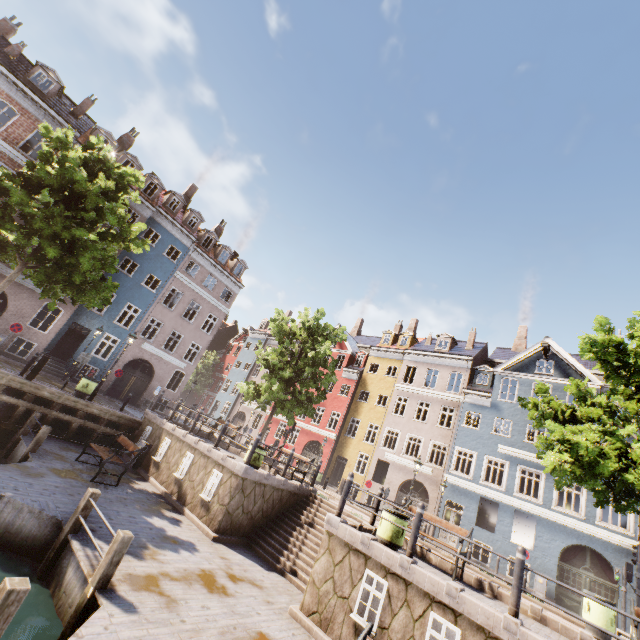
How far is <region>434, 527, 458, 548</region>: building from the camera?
20.8 meters

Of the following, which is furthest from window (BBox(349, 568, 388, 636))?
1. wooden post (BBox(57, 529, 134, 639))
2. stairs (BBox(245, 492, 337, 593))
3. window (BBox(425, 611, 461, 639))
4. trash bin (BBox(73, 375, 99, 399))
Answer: trash bin (BBox(73, 375, 99, 399))

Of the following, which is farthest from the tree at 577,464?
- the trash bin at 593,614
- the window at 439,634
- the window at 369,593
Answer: the window at 369,593

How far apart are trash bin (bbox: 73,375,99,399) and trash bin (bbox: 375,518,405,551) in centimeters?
1441cm

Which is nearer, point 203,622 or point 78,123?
point 203,622

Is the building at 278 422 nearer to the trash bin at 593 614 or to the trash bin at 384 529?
the trash bin at 593 614

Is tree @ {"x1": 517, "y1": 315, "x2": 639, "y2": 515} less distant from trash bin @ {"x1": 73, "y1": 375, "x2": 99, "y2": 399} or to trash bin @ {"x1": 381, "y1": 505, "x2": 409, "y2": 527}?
trash bin @ {"x1": 73, "y1": 375, "x2": 99, "y2": 399}

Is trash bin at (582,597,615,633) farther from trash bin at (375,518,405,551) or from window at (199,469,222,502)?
window at (199,469,222,502)
